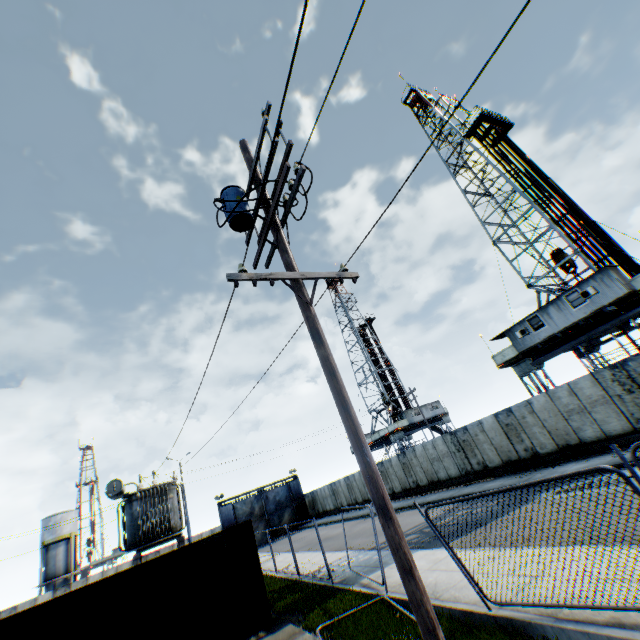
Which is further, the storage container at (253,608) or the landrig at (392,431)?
the landrig at (392,431)

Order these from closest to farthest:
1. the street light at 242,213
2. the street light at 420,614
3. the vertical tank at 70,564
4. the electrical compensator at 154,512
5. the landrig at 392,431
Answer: the street light at 420,614
the street light at 242,213
the electrical compensator at 154,512
the vertical tank at 70,564
the landrig at 392,431

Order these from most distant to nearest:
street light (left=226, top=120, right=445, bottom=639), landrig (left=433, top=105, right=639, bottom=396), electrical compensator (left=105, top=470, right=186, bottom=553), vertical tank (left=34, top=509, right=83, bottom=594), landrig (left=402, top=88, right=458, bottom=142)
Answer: vertical tank (left=34, top=509, right=83, bottom=594) < landrig (left=402, top=88, right=458, bottom=142) < landrig (left=433, top=105, right=639, bottom=396) < electrical compensator (left=105, top=470, right=186, bottom=553) < street light (left=226, top=120, right=445, bottom=639)

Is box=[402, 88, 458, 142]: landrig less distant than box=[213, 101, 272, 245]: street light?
No

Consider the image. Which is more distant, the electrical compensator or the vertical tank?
the vertical tank

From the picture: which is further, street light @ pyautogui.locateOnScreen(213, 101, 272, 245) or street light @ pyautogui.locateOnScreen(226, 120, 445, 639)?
street light @ pyautogui.locateOnScreen(213, 101, 272, 245)

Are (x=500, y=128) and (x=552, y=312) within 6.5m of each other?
no

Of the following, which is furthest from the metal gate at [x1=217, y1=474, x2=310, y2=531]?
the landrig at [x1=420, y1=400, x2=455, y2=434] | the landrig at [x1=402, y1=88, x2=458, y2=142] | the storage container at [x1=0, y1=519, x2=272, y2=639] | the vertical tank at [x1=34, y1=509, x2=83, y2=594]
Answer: the landrig at [x1=402, y1=88, x2=458, y2=142]
